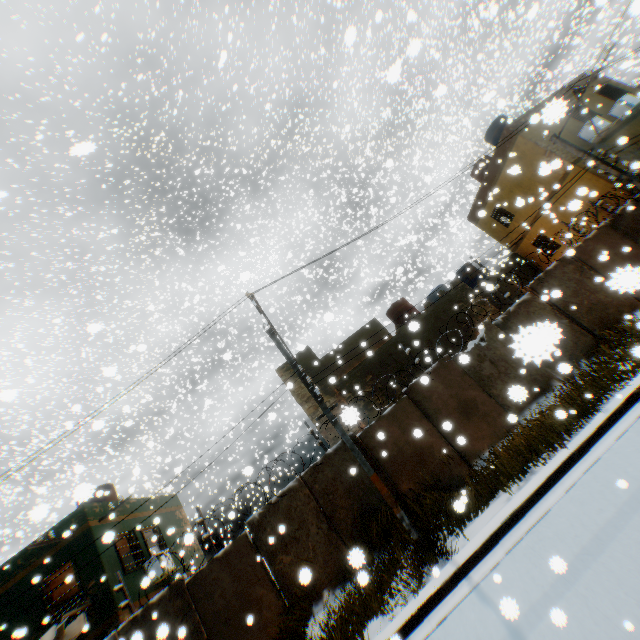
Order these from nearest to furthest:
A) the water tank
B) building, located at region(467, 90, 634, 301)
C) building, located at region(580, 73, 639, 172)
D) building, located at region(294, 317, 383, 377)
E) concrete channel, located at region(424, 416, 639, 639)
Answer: concrete channel, located at region(424, 416, 639, 639) → building, located at region(467, 90, 634, 301) → building, located at region(580, 73, 639, 172) → building, located at region(294, 317, 383, 377) → the water tank

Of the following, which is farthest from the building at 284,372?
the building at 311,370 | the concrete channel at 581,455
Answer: the building at 311,370

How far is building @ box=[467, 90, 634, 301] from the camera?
14.7 meters

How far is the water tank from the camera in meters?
19.9

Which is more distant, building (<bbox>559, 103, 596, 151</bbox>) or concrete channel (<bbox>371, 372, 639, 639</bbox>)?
building (<bbox>559, 103, 596, 151</bbox>)

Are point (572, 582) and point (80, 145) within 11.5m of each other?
yes

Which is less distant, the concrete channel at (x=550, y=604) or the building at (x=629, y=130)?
the concrete channel at (x=550, y=604)
